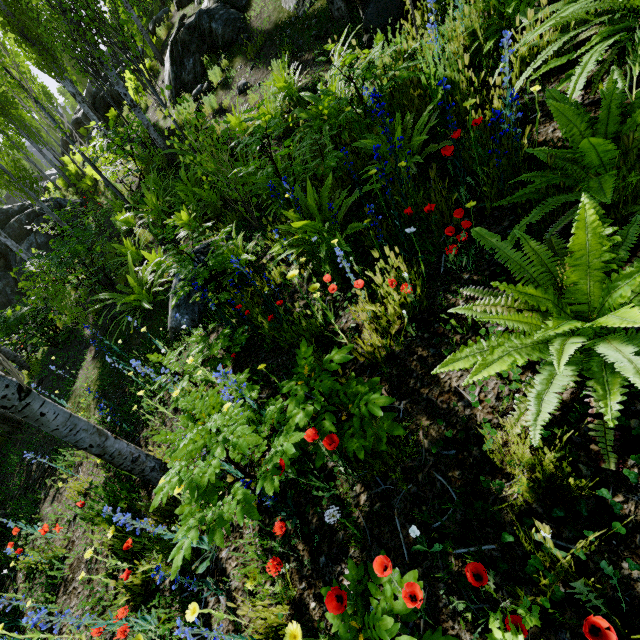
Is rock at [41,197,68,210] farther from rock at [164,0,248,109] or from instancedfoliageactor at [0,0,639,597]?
rock at [164,0,248,109]

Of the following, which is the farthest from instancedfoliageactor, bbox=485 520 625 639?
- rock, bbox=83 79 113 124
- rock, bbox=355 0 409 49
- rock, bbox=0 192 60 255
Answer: rock, bbox=0 192 60 255

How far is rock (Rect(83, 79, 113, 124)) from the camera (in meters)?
16.69

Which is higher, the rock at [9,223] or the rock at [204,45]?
the rock at [204,45]

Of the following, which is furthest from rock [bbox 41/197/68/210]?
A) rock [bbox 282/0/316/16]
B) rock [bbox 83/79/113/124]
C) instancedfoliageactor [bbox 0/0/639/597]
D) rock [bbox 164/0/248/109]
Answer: rock [bbox 83/79/113/124]

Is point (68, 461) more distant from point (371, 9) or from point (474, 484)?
point (371, 9)

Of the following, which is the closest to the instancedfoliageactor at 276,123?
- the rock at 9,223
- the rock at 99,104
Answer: the rock at 99,104

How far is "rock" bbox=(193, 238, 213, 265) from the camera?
4.8 meters
